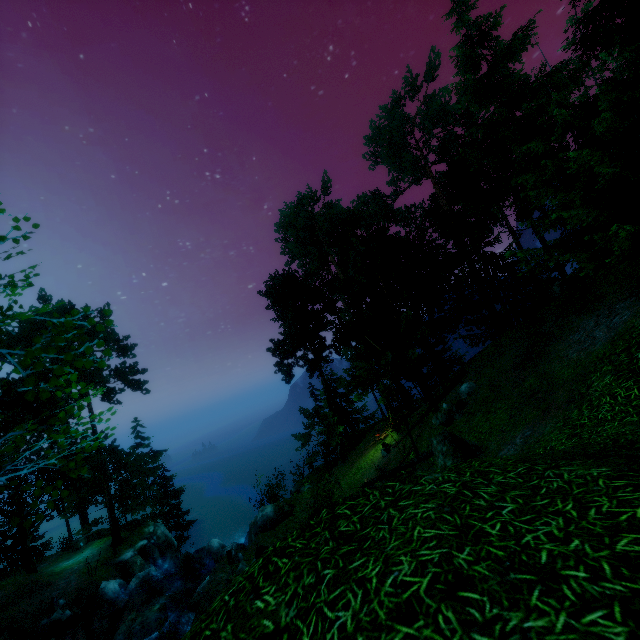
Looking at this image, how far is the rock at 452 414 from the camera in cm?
1572

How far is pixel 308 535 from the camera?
4.1 meters

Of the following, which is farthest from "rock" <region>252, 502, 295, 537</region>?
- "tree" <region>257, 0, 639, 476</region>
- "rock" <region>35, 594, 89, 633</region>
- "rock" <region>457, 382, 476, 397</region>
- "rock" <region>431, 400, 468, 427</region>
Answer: "rock" <region>457, 382, 476, 397</region>

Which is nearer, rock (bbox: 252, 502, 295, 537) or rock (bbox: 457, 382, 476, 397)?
rock (bbox: 457, 382, 476, 397)

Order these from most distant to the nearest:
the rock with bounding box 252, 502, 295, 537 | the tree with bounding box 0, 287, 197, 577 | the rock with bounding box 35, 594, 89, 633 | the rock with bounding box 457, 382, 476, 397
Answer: the rock with bounding box 35, 594, 89, 633, the rock with bounding box 252, 502, 295, 537, the rock with bounding box 457, 382, 476, 397, the tree with bounding box 0, 287, 197, 577

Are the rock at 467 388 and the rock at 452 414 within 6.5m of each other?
yes

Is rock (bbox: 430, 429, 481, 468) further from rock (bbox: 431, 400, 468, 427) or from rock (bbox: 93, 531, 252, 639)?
rock (bbox: 93, 531, 252, 639)

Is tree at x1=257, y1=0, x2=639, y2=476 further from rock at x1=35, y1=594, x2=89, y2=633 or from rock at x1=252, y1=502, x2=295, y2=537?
rock at x1=252, y1=502, x2=295, y2=537
